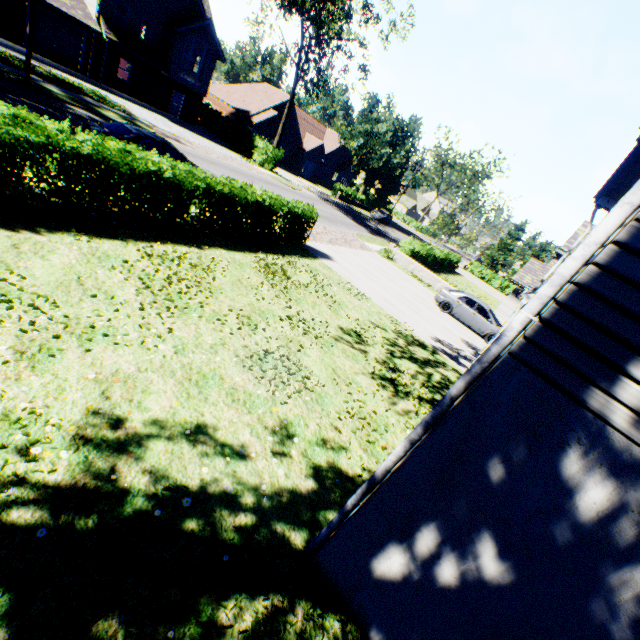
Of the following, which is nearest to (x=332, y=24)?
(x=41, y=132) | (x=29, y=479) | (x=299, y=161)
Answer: (x=299, y=161)

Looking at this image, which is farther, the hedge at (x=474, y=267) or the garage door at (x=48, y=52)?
the hedge at (x=474, y=267)

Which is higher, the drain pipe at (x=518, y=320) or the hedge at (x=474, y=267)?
the drain pipe at (x=518, y=320)

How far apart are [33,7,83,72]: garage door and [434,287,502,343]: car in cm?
3273

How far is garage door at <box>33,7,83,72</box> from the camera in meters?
23.0

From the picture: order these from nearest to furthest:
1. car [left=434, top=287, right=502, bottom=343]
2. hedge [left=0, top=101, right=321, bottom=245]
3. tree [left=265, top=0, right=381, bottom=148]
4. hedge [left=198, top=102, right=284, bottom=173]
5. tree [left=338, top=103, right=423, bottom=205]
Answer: hedge [left=0, top=101, right=321, bottom=245]
car [left=434, top=287, right=502, bottom=343]
tree [left=265, top=0, right=381, bottom=148]
hedge [left=198, top=102, right=284, bottom=173]
tree [left=338, top=103, right=423, bottom=205]

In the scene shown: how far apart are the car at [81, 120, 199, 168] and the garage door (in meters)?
20.83

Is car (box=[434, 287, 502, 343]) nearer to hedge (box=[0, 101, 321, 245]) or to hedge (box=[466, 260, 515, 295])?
hedge (box=[0, 101, 321, 245])
